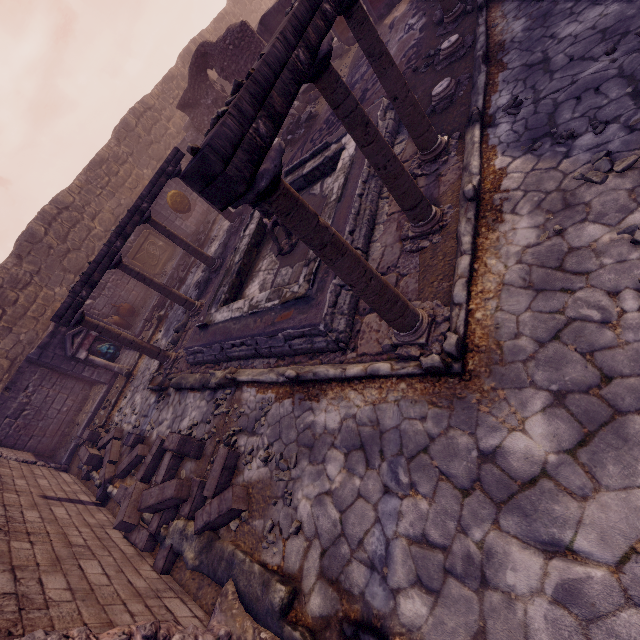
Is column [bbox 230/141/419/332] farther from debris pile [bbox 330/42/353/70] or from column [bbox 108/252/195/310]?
debris pile [bbox 330/42/353/70]

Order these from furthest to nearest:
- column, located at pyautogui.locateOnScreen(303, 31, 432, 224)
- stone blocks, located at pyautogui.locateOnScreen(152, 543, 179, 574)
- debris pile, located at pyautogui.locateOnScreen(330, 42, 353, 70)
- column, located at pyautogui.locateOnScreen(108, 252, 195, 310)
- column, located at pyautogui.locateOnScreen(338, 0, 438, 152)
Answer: debris pile, located at pyautogui.locateOnScreen(330, 42, 353, 70), column, located at pyautogui.locateOnScreen(108, 252, 195, 310), stone blocks, located at pyautogui.locateOnScreen(152, 543, 179, 574), column, located at pyautogui.locateOnScreen(338, 0, 438, 152), column, located at pyautogui.locateOnScreen(303, 31, 432, 224)

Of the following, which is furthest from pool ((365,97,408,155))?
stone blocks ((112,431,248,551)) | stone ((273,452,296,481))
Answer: stone blocks ((112,431,248,551))

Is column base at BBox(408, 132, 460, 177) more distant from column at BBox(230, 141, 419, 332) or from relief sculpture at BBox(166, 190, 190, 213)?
relief sculpture at BBox(166, 190, 190, 213)

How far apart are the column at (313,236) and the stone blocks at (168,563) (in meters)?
4.20

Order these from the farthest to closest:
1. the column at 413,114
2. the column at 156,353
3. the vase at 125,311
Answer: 1. the vase at 125,311
2. the column at 156,353
3. the column at 413,114

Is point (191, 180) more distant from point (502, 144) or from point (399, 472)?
point (502, 144)

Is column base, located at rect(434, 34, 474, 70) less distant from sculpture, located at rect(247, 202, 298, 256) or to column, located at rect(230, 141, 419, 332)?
sculpture, located at rect(247, 202, 298, 256)
